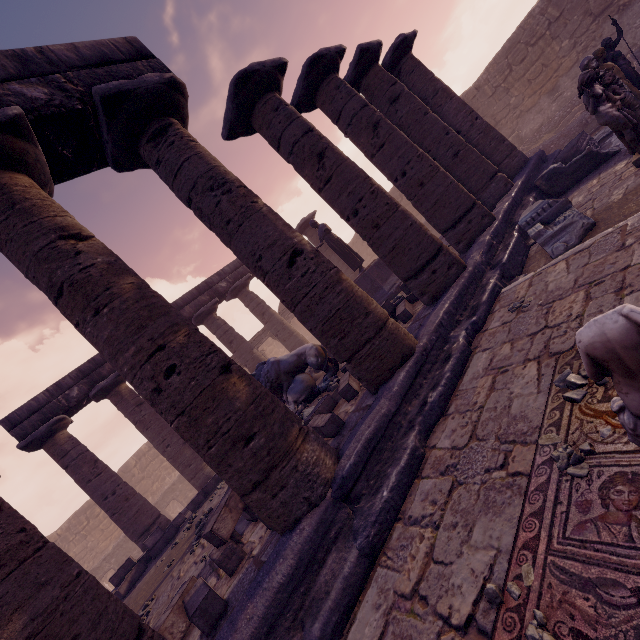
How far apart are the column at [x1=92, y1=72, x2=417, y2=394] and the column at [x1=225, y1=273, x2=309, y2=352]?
9.7 meters

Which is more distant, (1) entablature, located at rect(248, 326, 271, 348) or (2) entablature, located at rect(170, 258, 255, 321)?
(1) entablature, located at rect(248, 326, 271, 348)

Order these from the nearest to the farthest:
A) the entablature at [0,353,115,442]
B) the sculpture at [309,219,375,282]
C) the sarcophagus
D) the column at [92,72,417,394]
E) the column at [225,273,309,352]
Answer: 1. the column at [92,72,417,394]
2. the sarcophagus
3. the entablature at [0,353,115,442]
4. the sculpture at [309,219,375,282]
5. the column at [225,273,309,352]

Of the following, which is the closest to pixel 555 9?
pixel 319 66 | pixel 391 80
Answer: pixel 391 80

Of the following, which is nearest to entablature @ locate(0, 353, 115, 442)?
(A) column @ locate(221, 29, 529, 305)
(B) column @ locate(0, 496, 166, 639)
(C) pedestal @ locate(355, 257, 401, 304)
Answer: (B) column @ locate(0, 496, 166, 639)

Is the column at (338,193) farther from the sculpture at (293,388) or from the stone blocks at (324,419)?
the stone blocks at (324,419)

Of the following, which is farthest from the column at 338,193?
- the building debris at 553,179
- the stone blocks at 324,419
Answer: the stone blocks at 324,419

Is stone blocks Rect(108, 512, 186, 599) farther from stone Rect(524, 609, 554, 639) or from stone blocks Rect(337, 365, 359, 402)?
stone Rect(524, 609, 554, 639)
